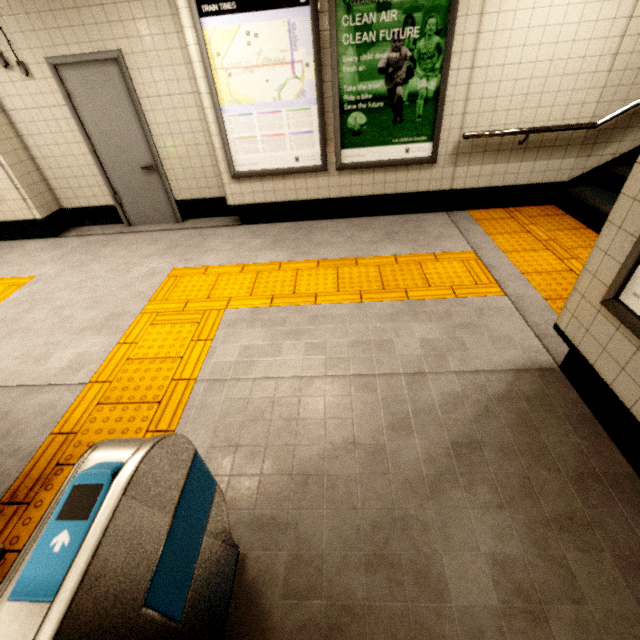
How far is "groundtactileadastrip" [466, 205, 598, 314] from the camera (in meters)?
3.10

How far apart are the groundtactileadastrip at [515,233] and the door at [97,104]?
4.38m

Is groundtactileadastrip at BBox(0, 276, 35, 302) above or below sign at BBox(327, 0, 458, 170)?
below

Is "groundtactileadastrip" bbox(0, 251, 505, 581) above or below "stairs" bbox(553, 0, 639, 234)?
below

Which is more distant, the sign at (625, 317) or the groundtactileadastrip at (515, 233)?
the groundtactileadastrip at (515, 233)

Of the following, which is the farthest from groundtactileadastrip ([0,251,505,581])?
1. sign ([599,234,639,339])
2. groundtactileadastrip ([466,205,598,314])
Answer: sign ([599,234,639,339])

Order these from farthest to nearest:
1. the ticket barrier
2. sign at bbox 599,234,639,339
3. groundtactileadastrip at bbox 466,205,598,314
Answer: groundtactileadastrip at bbox 466,205,598,314 → sign at bbox 599,234,639,339 → the ticket barrier

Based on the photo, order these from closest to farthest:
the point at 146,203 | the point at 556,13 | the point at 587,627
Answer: the point at 587,627 < the point at 556,13 < the point at 146,203
